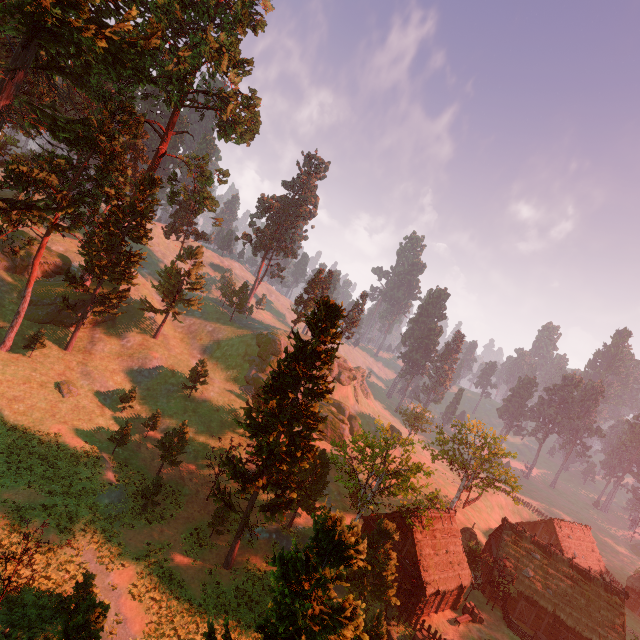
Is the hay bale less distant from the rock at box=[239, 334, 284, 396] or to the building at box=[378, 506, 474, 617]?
the building at box=[378, 506, 474, 617]

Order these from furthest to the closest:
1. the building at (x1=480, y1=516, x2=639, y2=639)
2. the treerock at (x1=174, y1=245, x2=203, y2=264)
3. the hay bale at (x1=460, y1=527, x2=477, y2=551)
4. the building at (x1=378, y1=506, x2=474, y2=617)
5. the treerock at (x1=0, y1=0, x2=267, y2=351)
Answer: the treerock at (x1=174, y1=245, x2=203, y2=264) < the hay bale at (x1=460, y1=527, x2=477, y2=551) < the building at (x1=480, y1=516, x2=639, y2=639) < the treerock at (x1=0, y1=0, x2=267, y2=351) < the building at (x1=378, y1=506, x2=474, y2=617)

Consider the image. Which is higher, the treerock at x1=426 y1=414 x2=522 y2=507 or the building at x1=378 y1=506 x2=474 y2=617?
the treerock at x1=426 y1=414 x2=522 y2=507

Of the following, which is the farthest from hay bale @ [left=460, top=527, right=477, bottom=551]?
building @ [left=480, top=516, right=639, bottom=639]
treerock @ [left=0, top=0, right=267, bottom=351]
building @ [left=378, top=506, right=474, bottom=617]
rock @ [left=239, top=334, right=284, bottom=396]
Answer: rock @ [left=239, top=334, right=284, bottom=396]

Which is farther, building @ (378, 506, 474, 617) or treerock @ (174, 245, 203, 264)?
treerock @ (174, 245, 203, 264)

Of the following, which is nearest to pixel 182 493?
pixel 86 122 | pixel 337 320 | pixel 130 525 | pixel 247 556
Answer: pixel 130 525

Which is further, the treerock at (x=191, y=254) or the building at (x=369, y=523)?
the treerock at (x=191, y=254)

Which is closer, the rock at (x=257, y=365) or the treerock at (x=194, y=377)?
the treerock at (x=194, y=377)
